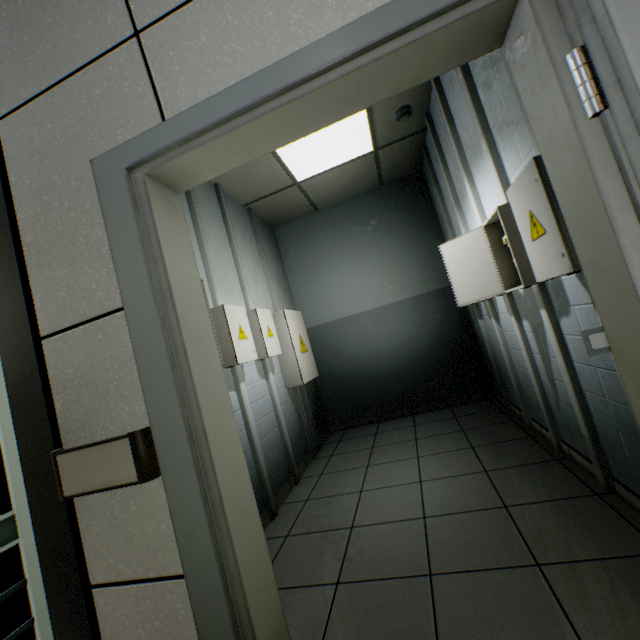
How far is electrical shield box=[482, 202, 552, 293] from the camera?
1.9 meters

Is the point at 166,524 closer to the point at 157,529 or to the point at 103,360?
the point at 157,529

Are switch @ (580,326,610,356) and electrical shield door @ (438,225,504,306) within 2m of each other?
yes

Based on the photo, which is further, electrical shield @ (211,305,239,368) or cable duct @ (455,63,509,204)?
electrical shield @ (211,305,239,368)

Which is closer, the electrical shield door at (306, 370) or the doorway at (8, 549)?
the doorway at (8, 549)

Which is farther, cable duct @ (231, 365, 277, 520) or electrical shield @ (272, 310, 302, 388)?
electrical shield @ (272, 310, 302, 388)

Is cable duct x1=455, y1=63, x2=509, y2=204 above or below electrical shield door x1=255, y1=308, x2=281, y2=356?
above

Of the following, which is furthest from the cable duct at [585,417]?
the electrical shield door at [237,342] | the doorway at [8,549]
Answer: the doorway at [8,549]
